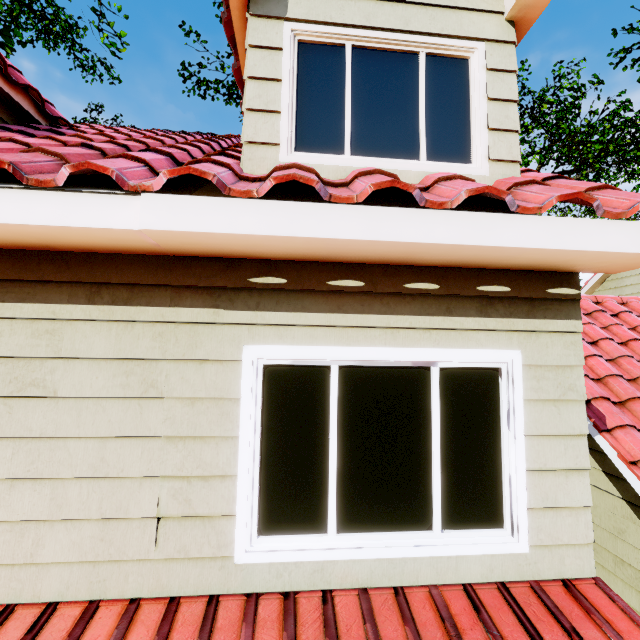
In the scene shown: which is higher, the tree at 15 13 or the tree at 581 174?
the tree at 15 13

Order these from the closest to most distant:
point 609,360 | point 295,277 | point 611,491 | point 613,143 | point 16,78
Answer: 1. point 295,277
2. point 16,78
3. point 611,491
4. point 609,360
5. point 613,143

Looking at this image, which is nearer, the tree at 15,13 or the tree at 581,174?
the tree at 15,13

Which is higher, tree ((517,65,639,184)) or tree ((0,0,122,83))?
tree ((0,0,122,83))

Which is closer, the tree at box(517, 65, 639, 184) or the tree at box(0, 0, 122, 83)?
the tree at box(0, 0, 122, 83)
